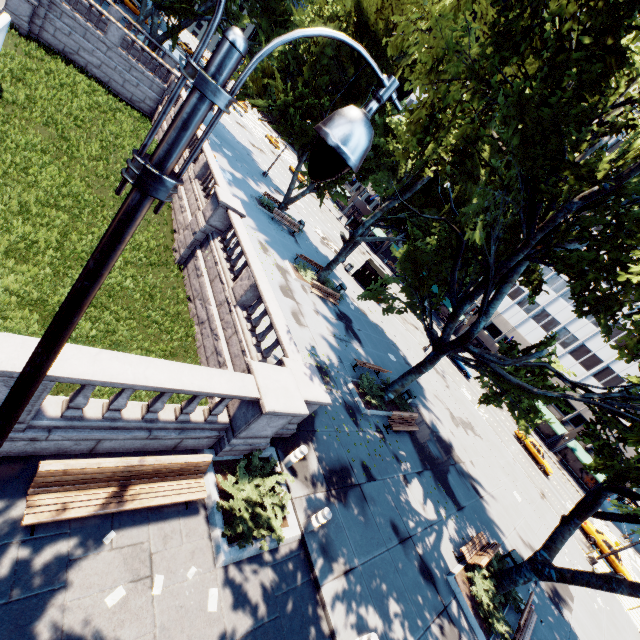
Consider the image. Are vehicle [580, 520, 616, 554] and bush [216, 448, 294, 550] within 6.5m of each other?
no

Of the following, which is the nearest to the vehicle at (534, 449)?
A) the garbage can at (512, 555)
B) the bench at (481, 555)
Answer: the garbage can at (512, 555)

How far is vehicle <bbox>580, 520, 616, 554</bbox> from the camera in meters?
28.2 m

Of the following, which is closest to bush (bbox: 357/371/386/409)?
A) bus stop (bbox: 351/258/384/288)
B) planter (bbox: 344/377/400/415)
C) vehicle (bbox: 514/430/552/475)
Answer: planter (bbox: 344/377/400/415)

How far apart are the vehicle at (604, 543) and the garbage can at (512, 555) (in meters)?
23.19

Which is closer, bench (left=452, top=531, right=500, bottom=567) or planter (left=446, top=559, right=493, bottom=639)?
planter (left=446, top=559, right=493, bottom=639)

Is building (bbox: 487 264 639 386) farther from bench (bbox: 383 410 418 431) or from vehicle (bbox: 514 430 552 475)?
bench (bbox: 383 410 418 431)

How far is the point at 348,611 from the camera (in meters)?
7.64
